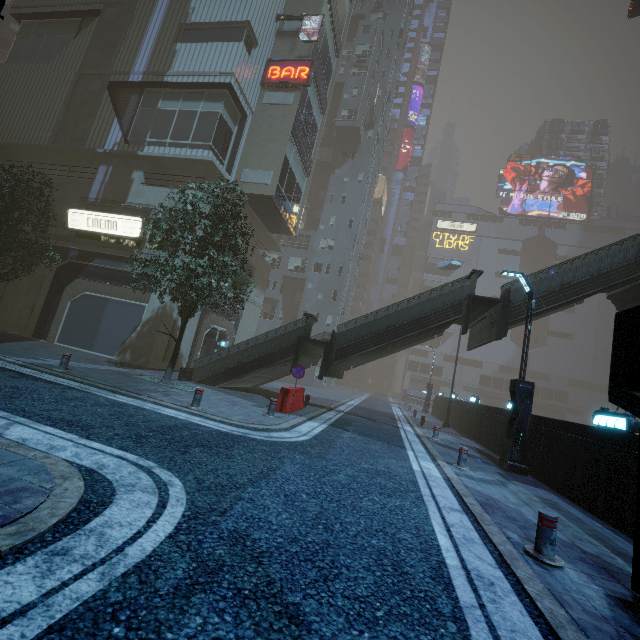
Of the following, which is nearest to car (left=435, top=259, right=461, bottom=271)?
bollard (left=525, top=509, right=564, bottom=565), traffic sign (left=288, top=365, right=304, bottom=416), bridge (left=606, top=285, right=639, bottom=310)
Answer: bridge (left=606, top=285, right=639, bottom=310)

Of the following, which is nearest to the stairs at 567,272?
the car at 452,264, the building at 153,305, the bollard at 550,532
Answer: the building at 153,305

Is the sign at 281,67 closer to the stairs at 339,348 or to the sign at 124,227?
the sign at 124,227

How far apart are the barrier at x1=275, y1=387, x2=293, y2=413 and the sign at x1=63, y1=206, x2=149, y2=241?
11.8m

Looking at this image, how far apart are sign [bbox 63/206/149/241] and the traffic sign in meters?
12.2 m

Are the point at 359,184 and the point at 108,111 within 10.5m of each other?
no

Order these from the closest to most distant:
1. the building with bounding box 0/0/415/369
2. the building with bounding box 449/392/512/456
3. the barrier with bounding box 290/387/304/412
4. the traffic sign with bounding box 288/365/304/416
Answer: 1. the traffic sign with bounding box 288/365/304/416
2. the barrier with bounding box 290/387/304/412
3. the building with bounding box 449/392/512/456
4. the building with bounding box 0/0/415/369

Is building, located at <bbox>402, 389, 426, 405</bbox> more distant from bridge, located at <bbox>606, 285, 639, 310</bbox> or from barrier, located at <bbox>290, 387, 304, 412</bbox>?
barrier, located at <bbox>290, 387, 304, 412</bbox>
